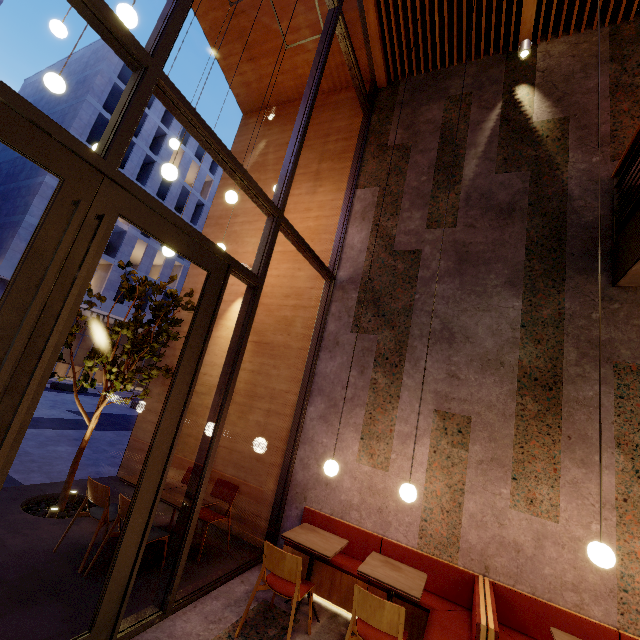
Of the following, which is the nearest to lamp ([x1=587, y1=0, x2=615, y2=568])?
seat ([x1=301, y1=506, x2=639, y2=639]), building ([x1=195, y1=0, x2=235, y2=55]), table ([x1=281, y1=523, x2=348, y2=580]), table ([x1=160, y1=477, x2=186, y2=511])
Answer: building ([x1=195, y1=0, x2=235, y2=55])

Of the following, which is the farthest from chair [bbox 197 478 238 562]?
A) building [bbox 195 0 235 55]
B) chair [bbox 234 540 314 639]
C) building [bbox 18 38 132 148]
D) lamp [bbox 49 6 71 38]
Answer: building [bbox 18 38 132 148]

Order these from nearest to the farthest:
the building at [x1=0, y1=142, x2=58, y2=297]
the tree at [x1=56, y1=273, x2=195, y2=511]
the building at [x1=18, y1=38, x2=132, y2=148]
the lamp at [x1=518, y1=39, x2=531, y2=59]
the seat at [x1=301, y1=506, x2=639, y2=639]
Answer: the seat at [x1=301, y1=506, x2=639, y2=639]
the tree at [x1=56, y1=273, x2=195, y2=511]
the lamp at [x1=518, y1=39, x2=531, y2=59]
the building at [x1=0, y1=142, x2=58, y2=297]
the building at [x1=18, y1=38, x2=132, y2=148]

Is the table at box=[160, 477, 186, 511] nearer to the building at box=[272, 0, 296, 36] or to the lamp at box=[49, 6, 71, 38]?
the building at box=[272, 0, 296, 36]

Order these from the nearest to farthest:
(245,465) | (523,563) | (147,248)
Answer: (523,563)
(245,465)
(147,248)

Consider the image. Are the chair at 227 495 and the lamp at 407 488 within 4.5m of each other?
yes

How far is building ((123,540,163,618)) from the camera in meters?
3.2 m

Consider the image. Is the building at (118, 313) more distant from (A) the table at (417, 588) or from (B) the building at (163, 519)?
(A) the table at (417, 588)
